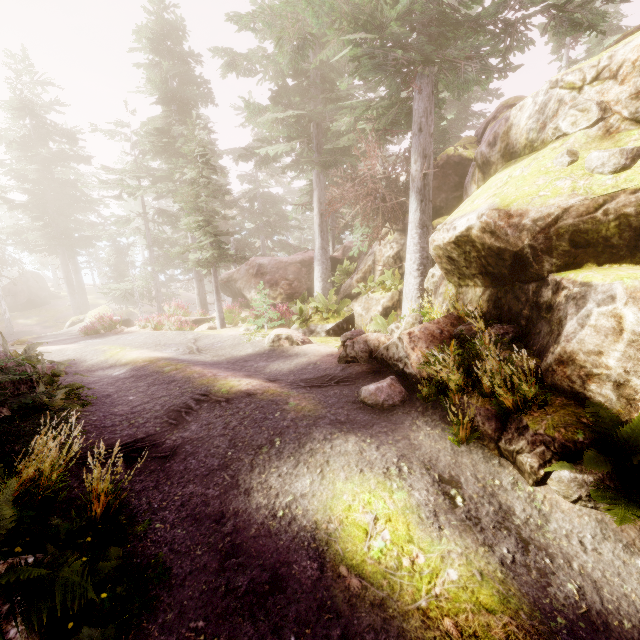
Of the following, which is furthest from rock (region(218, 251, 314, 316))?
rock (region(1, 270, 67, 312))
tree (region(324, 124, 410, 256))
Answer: rock (region(1, 270, 67, 312))

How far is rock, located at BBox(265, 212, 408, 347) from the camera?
12.3 meters

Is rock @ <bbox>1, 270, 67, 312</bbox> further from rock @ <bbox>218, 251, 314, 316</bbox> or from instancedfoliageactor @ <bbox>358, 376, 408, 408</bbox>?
rock @ <bbox>218, 251, 314, 316</bbox>

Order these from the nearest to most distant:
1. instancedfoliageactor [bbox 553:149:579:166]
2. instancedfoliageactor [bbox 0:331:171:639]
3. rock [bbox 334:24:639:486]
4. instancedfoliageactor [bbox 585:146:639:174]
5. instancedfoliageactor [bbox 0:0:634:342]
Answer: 1. instancedfoliageactor [bbox 0:331:171:639]
2. rock [bbox 334:24:639:486]
3. instancedfoliageactor [bbox 585:146:639:174]
4. instancedfoliageactor [bbox 553:149:579:166]
5. instancedfoliageactor [bbox 0:0:634:342]

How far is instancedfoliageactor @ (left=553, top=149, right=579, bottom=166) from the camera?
6.0m

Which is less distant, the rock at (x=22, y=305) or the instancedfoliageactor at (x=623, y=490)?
the instancedfoliageactor at (x=623, y=490)

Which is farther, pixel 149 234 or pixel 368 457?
pixel 149 234
